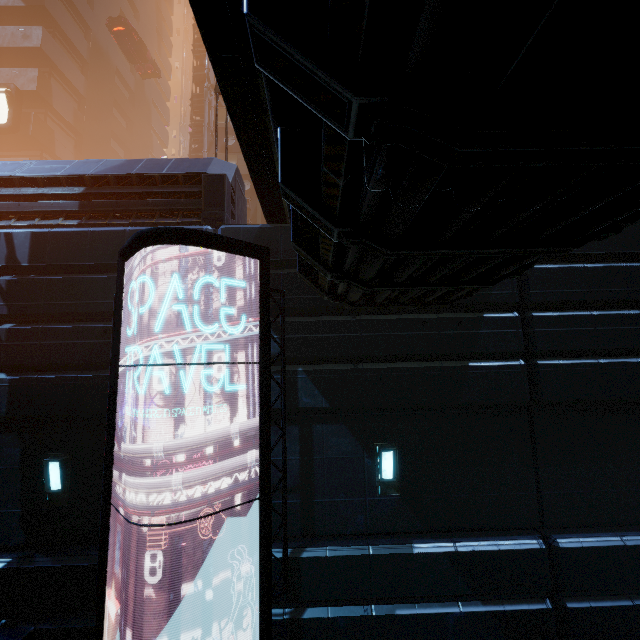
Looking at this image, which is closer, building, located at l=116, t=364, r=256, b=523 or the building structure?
building, located at l=116, t=364, r=256, b=523

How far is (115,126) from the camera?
27.42m

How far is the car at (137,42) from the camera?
22.5 meters

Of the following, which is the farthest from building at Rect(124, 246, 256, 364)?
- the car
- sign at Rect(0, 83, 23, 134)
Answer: the car

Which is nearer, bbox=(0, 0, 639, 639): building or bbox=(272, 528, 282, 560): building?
bbox=(0, 0, 639, 639): building

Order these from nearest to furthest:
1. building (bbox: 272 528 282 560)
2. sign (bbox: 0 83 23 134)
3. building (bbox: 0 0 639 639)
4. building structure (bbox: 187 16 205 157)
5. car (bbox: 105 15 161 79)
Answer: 1. building (bbox: 0 0 639 639)
2. building (bbox: 272 528 282 560)
3. sign (bbox: 0 83 23 134)
4. building structure (bbox: 187 16 205 157)
5. car (bbox: 105 15 161 79)

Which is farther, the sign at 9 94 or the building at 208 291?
the sign at 9 94
